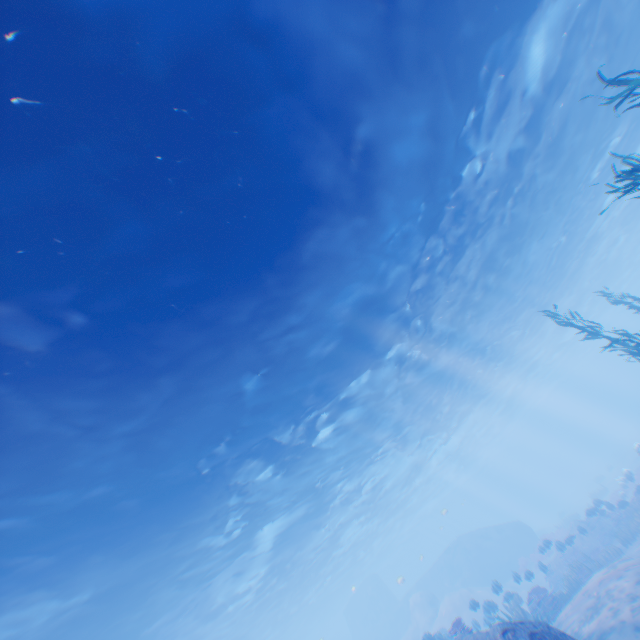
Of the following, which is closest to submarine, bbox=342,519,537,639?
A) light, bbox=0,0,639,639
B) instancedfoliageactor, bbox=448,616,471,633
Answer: light, bbox=0,0,639,639

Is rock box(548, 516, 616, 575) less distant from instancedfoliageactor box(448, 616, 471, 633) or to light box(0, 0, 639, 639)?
light box(0, 0, 639, 639)

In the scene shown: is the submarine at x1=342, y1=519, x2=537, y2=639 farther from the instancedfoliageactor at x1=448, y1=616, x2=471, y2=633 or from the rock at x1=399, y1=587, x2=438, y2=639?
the instancedfoliageactor at x1=448, y1=616, x2=471, y2=633

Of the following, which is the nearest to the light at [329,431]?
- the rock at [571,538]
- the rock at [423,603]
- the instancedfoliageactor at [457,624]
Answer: the rock at [423,603]

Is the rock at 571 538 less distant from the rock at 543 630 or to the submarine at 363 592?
the submarine at 363 592

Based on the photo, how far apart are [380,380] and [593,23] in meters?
17.4 m

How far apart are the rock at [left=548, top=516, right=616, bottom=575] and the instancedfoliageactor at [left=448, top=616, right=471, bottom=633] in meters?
14.2 m
